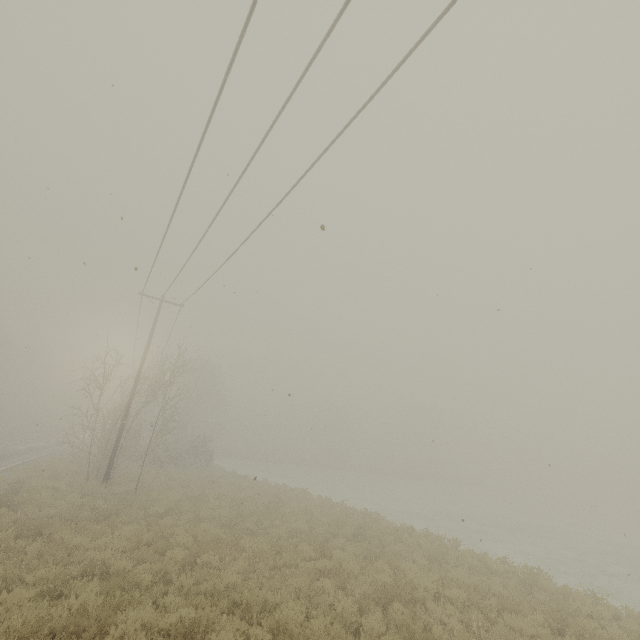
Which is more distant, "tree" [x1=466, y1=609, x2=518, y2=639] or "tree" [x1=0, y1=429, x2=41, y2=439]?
"tree" [x1=0, y1=429, x2=41, y2=439]

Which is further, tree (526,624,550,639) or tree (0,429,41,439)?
tree (0,429,41,439)

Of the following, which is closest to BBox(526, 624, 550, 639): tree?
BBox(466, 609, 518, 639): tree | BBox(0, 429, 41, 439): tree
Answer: BBox(466, 609, 518, 639): tree

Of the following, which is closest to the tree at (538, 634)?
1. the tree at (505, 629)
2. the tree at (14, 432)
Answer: the tree at (505, 629)

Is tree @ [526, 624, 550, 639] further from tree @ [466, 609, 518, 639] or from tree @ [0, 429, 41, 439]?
tree @ [0, 429, 41, 439]

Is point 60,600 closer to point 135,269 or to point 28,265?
point 135,269
